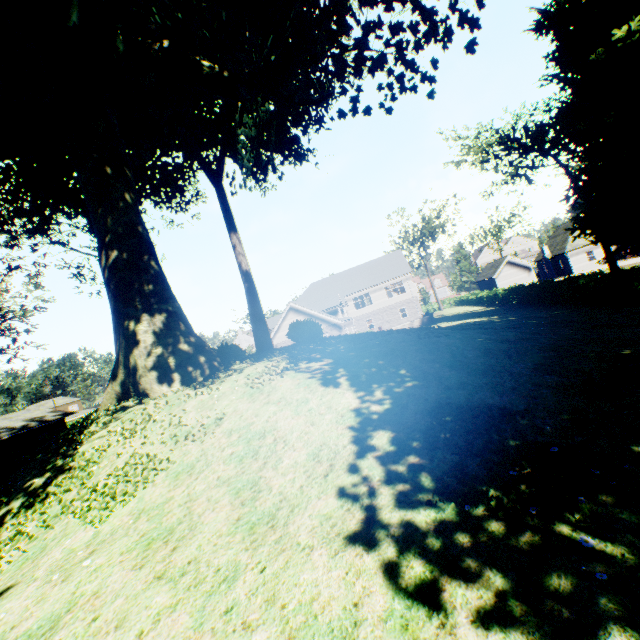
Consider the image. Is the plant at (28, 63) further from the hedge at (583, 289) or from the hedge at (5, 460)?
the hedge at (5, 460)

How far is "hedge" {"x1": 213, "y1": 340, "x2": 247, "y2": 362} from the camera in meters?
13.7 m

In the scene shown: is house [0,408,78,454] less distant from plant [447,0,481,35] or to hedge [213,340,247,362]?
plant [447,0,481,35]

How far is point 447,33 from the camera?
10.8m

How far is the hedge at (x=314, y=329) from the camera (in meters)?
15.38

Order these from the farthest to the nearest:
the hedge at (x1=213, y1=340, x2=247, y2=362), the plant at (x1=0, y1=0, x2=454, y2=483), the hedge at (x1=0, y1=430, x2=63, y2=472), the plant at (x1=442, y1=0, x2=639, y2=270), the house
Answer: the house, the hedge at (x1=0, y1=430, x2=63, y2=472), the plant at (x1=442, y1=0, x2=639, y2=270), the hedge at (x1=213, y1=340, x2=247, y2=362), the plant at (x1=0, y1=0, x2=454, y2=483)

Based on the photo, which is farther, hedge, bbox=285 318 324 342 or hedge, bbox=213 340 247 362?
hedge, bbox=285 318 324 342

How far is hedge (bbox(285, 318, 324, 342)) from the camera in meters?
15.4
